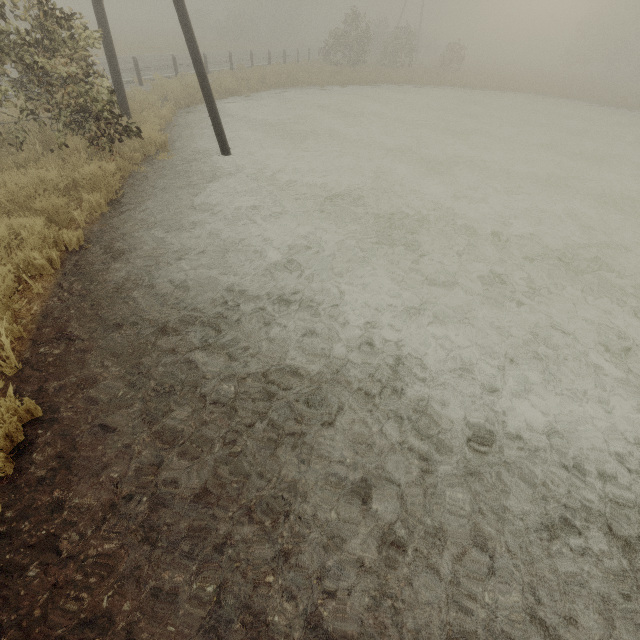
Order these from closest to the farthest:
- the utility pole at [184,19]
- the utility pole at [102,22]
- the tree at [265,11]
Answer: the utility pole at [184,19] → the utility pole at [102,22] → the tree at [265,11]

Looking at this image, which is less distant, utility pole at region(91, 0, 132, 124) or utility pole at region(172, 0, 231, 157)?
utility pole at region(172, 0, 231, 157)

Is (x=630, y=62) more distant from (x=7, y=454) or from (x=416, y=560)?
(x=7, y=454)

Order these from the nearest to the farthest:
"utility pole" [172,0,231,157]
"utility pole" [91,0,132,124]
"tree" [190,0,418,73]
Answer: "utility pole" [172,0,231,157] < "utility pole" [91,0,132,124] < "tree" [190,0,418,73]

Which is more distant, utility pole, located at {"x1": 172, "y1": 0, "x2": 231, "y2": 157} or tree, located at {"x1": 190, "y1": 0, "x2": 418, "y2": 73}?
tree, located at {"x1": 190, "y1": 0, "x2": 418, "y2": 73}

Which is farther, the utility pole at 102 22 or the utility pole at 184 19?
the utility pole at 102 22
